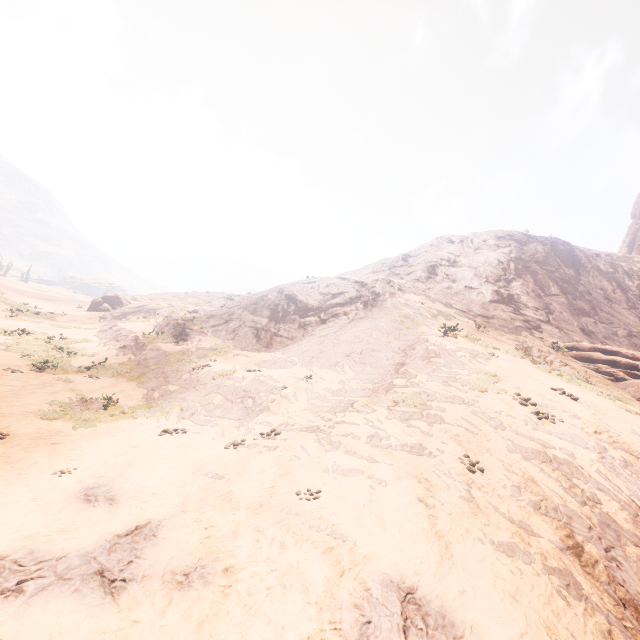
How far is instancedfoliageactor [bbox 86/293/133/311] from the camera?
37.2m

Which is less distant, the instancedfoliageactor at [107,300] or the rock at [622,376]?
the rock at [622,376]

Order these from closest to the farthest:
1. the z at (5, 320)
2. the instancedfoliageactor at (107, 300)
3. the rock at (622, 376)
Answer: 1. the z at (5, 320)
2. the rock at (622, 376)
3. the instancedfoliageactor at (107, 300)

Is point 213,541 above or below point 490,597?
below

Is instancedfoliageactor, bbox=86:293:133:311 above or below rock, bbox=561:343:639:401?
below

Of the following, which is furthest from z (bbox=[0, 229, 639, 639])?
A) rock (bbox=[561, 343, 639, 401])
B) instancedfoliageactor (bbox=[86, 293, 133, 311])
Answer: rock (bbox=[561, 343, 639, 401])

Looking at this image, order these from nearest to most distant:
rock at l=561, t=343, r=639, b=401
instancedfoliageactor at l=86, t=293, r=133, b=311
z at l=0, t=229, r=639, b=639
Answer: z at l=0, t=229, r=639, b=639 → rock at l=561, t=343, r=639, b=401 → instancedfoliageactor at l=86, t=293, r=133, b=311
